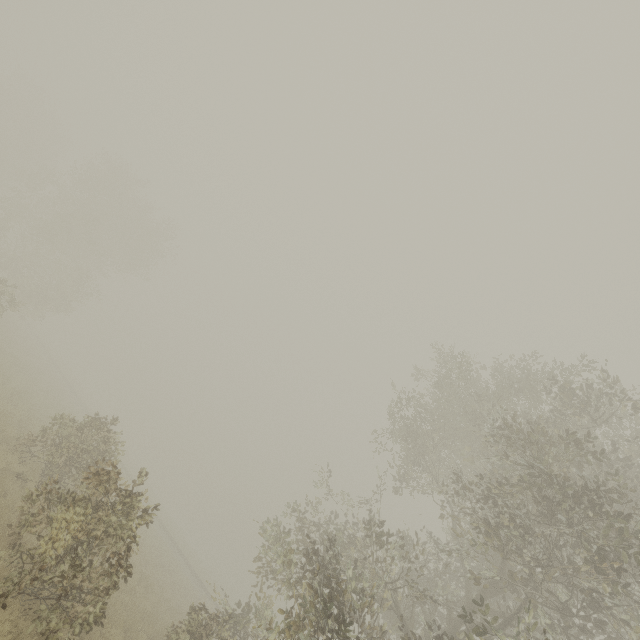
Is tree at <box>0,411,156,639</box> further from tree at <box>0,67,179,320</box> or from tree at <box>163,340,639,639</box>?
tree at <box>0,67,179,320</box>

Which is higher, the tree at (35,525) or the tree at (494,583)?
the tree at (494,583)

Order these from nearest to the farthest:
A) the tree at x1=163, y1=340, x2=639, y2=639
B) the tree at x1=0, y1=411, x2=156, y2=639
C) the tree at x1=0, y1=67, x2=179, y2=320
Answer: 1. the tree at x1=0, y1=411, x2=156, y2=639
2. the tree at x1=163, y1=340, x2=639, y2=639
3. the tree at x1=0, y1=67, x2=179, y2=320

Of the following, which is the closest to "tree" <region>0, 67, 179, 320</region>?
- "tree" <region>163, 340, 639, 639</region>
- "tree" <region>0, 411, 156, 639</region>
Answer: "tree" <region>0, 411, 156, 639</region>

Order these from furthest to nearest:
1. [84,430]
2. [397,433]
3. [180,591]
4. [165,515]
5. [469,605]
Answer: [165,515] → [180,591] → [397,433] → [84,430] → [469,605]

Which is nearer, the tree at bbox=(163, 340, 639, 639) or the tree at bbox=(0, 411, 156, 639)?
the tree at bbox=(0, 411, 156, 639)

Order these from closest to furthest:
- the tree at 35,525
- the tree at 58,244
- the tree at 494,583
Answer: the tree at 35,525
the tree at 494,583
the tree at 58,244
